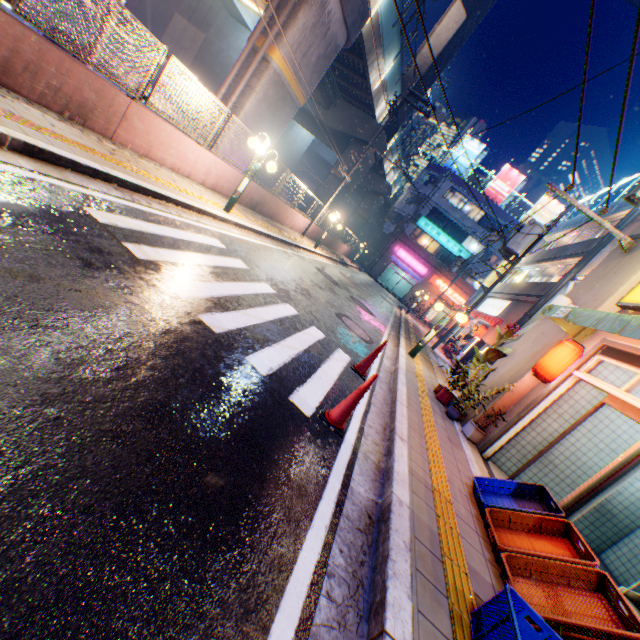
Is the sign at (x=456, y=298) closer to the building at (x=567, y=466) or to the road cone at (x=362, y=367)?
the building at (x=567, y=466)

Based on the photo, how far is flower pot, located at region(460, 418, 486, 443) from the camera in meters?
6.9 m

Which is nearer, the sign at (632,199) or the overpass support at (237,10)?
the sign at (632,199)

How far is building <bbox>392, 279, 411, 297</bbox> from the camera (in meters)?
45.06

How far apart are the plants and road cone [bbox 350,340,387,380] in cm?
247

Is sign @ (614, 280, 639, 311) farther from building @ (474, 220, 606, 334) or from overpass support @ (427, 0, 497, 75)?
overpass support @ (427, 0, 497, 75)

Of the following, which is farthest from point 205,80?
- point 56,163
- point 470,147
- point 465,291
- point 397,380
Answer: point 465,291

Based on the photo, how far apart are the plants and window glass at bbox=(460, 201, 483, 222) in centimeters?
3679cm
